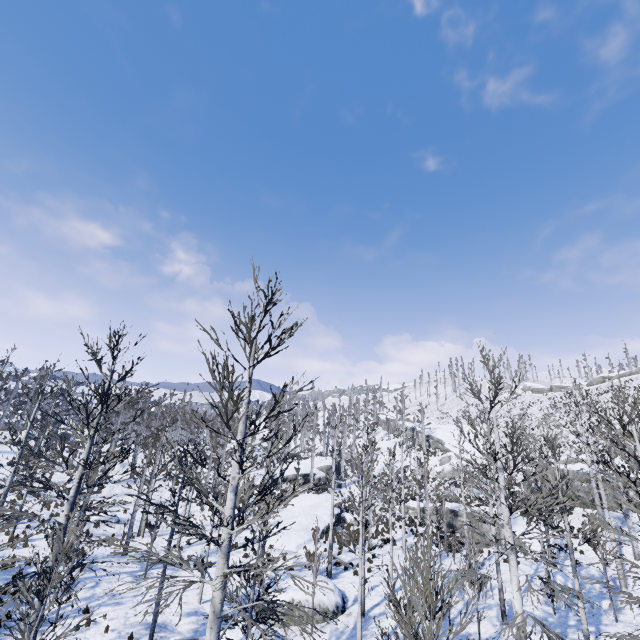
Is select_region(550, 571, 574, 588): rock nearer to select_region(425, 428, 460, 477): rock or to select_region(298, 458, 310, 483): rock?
select_region(425, 428, 460, 477): rock

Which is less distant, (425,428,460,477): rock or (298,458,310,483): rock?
(298,458,310,483): rock

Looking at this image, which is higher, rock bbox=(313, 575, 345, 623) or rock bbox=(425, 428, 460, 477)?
rock bbox=(425, 428, 460, 477)

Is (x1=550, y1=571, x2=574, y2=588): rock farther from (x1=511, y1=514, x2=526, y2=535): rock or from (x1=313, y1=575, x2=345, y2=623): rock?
(x1=313, y1=575, x2=345, y2=623): rock

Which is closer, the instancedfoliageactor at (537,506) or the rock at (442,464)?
the instancedfoliageactor at (537,506)

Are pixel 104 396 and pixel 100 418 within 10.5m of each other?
yes

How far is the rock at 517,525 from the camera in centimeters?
2367cm

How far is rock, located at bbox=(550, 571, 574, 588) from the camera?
16.4m
